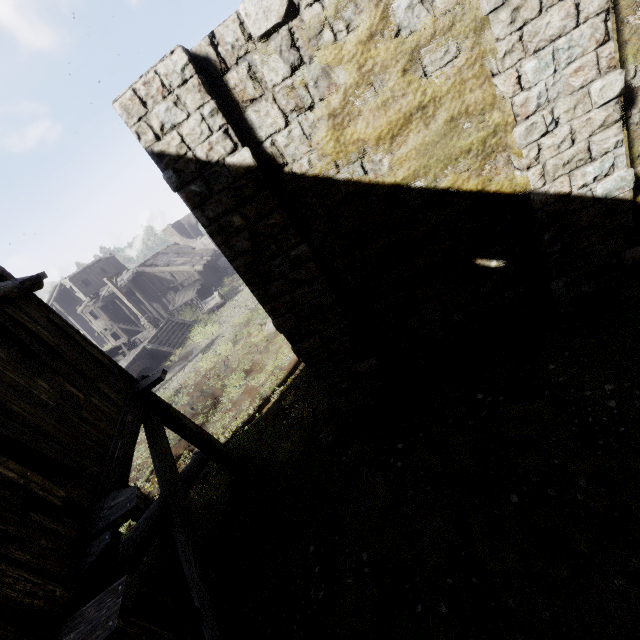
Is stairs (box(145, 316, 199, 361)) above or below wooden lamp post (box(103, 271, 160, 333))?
below

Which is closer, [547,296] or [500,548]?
[500,548]

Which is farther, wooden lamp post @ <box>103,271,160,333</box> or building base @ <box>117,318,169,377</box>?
wooden lamp post @ <box>103,271,160,333</box>

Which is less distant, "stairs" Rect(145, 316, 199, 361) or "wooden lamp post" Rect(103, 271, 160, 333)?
"stairs" Rect(145, 316, 199, 361)

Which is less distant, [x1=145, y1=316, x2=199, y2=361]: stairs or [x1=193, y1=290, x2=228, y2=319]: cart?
[x1=145, y1=316, x2=199, y2=361]: stairs

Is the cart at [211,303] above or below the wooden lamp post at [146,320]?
below

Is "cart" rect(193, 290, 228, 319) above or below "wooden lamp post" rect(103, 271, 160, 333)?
below

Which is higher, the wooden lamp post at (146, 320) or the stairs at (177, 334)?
the wooden lamp post at (146, 320)
